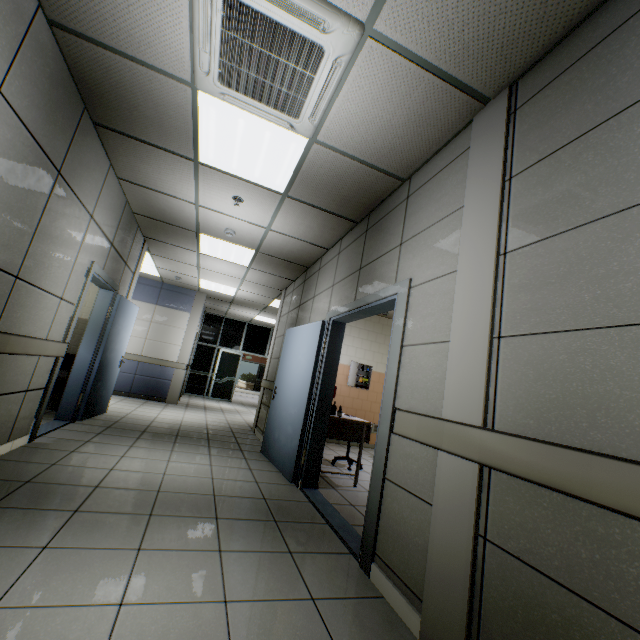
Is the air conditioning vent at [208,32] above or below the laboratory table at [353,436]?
above

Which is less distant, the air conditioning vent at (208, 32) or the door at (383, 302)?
the air conditioning vent at (208, 32)

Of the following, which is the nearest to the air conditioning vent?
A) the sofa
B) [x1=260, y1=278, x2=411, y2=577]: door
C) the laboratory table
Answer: [x1=260, y1=278, x2=411, y2=577]: door

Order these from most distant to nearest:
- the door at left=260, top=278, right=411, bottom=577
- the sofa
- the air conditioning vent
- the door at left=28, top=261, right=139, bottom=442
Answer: the sofa
the door at left=28, top=261, right=139, bottom=442
the door at left=260, top=278, right=411, bottom=577
the air conditioning vent

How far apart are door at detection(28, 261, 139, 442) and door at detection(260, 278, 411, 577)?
2.7m

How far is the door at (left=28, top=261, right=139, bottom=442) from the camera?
3.9 meters

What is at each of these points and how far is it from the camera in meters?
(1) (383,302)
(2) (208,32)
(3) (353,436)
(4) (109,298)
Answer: (1) door, 3.0 m
(2) air conditioning vent, 2.0 m
(3) laboratory table, 4.4 m
(4) door, 5.1 m

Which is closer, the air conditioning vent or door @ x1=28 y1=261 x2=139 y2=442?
the air conditioning vent
